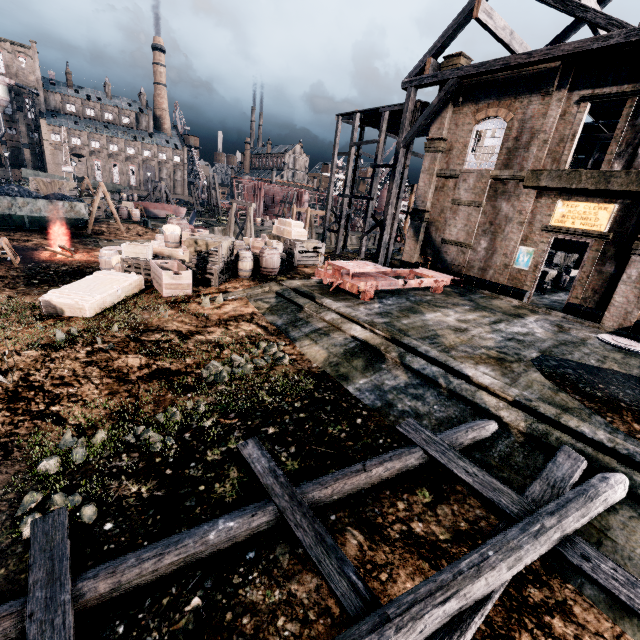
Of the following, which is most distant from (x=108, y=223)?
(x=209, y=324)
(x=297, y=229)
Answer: (x=209, y=324)

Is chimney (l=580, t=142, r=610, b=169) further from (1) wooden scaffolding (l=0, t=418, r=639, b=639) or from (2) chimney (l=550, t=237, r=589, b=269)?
(1) wooden scaffolding (l=0, t=418, r=639, b=639)

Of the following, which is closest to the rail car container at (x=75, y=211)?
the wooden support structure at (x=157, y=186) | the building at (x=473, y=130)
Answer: the wooden support structure at (x=157, y=186)

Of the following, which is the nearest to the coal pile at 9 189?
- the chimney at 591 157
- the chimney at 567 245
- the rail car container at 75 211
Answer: the rail car container at 75 211

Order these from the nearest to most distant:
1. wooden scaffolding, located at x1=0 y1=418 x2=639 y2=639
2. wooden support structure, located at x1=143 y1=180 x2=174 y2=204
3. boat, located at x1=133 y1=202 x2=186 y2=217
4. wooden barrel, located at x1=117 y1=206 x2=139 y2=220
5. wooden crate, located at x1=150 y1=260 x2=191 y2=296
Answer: wooden scaffolding, located at x1=0 y1=418 x2=639 y2=639 → wooden crate, located at x1=150 y1=260 x2=191 y2=296 → wooden barrel, located at x1=117 y1=206 x2=139 y2=220 → boat, located at x1=133 y1=202 x2=186 y2=217 → wooden support structure, located at x1=143 y1=180 x2=174 y2=204

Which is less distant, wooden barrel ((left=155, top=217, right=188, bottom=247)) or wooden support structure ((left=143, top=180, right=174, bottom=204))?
wooden barrel ((left=155, top=217, right=188, bottom=247))

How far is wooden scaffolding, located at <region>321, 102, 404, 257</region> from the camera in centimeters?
2462cm

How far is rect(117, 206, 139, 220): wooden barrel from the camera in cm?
3884
